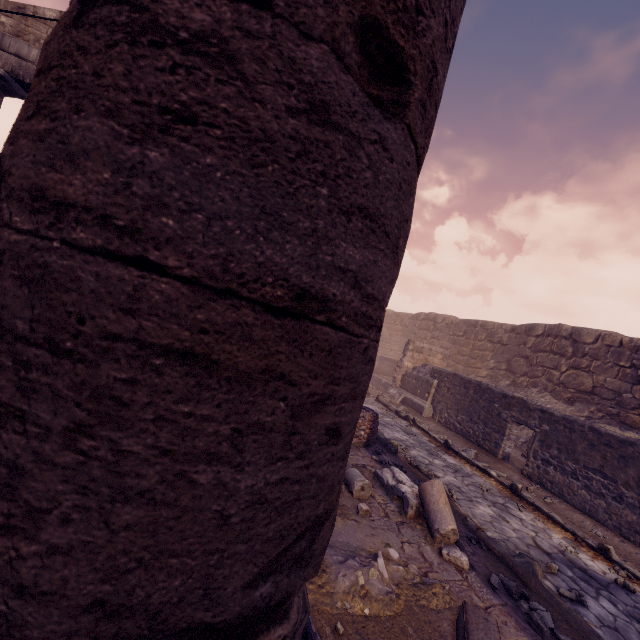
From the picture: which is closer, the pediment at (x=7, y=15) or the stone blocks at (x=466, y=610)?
the stone blocks at (x=466, y=610)

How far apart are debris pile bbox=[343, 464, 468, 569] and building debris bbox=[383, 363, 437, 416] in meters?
7.2 m

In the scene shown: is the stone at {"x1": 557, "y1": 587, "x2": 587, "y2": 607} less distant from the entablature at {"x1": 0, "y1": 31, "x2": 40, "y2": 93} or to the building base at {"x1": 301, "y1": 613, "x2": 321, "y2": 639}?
the building base at {"x1": 301, "y1": 613, "x2": 321, "y2": 639}

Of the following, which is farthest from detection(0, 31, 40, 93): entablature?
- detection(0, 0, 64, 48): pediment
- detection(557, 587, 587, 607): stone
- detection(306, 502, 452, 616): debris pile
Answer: detection(557, 587, 587, 607): stone

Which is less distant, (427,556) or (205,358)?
(205,358)

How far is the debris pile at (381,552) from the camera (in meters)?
2.75

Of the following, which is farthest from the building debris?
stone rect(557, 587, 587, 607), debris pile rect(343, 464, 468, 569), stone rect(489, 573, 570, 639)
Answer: stone rect(489, 573, 570, 639)

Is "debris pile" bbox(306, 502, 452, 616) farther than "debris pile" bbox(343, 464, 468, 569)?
No
